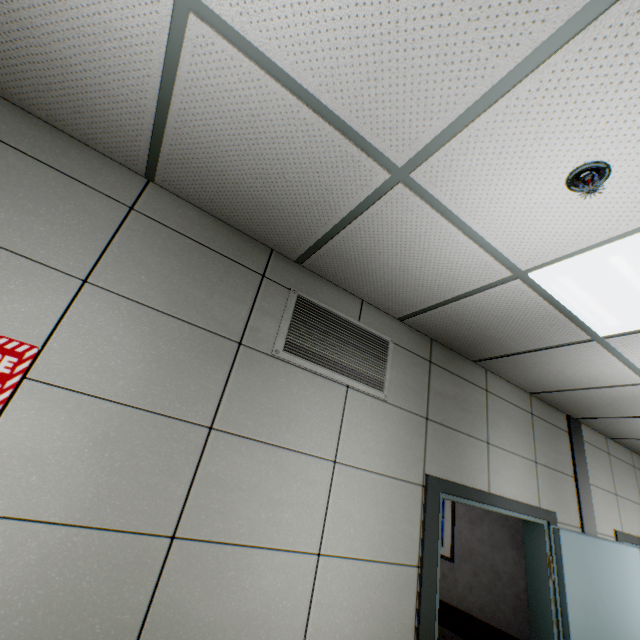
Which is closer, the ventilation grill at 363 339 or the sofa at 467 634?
the ventilation grill at 363 339

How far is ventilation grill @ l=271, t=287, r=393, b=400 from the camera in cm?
207

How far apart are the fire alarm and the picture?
4.56m

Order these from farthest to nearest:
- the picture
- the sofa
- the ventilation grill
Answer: the picture
the sofa
the ventilation grill

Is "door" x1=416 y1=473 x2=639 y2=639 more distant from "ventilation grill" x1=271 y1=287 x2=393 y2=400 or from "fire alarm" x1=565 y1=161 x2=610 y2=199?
"fire alarm" x1=565 y1=161 x2=610 y2=199

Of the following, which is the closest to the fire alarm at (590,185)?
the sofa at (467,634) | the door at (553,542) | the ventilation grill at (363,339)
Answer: the ventilation grill at (363,339)

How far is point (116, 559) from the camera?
1.3 meters

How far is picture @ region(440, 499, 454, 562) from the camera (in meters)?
4.36
